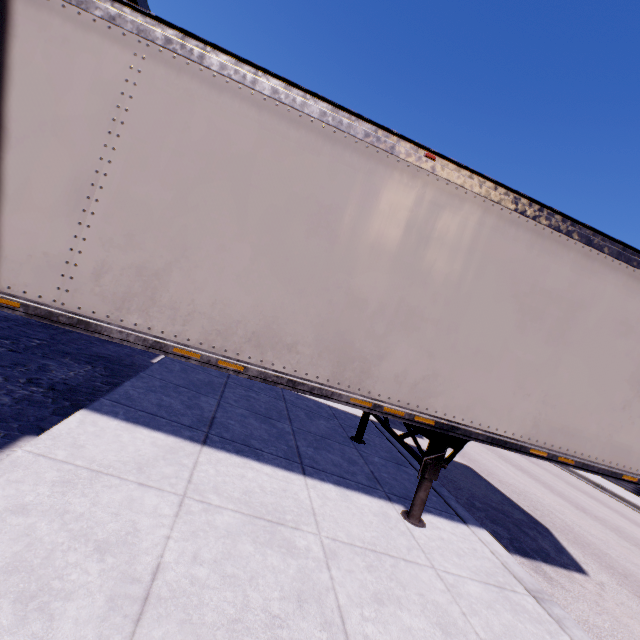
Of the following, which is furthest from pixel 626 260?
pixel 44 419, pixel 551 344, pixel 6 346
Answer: pixel 6 346
